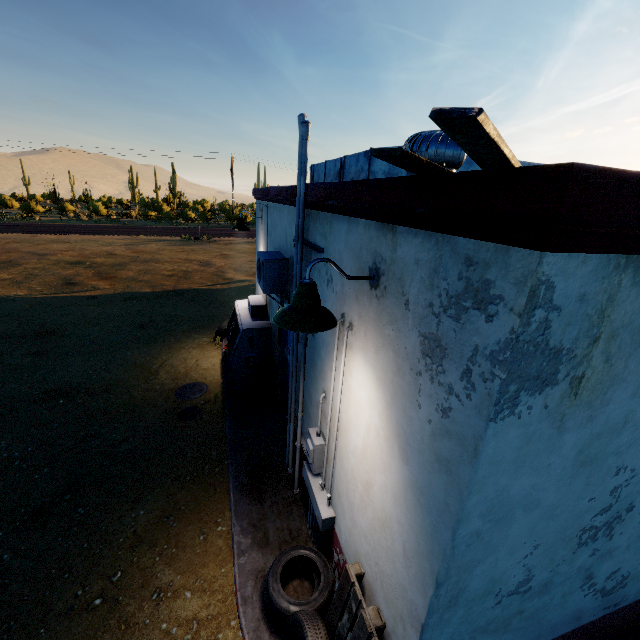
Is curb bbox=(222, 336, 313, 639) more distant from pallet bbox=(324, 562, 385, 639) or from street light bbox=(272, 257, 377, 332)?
street light bbox=(272, 257, 377, 332)

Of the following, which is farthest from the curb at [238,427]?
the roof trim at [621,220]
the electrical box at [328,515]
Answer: the roof trim at [621,220]

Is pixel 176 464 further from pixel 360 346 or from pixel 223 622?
pixel 360 346

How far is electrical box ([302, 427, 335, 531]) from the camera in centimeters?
340cm

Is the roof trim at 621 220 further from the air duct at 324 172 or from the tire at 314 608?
the tire at 314 608

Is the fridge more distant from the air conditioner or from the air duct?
the air duct

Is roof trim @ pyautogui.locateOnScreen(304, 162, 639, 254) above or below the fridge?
above

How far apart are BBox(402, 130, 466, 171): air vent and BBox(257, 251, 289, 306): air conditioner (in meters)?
2.00
